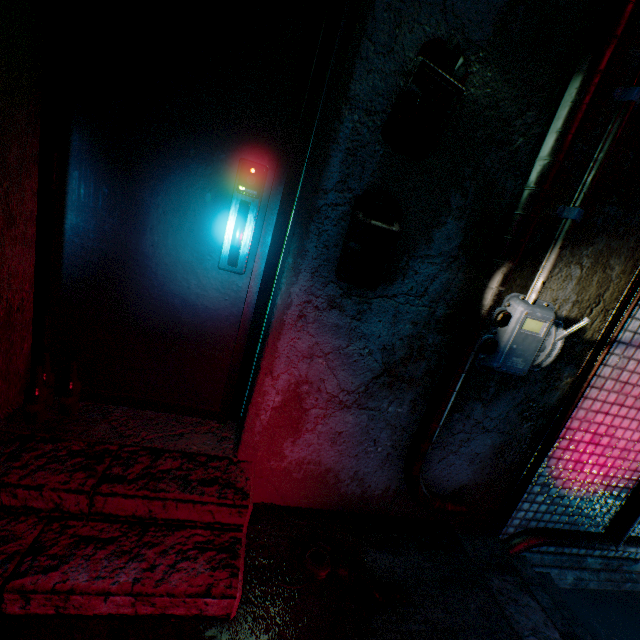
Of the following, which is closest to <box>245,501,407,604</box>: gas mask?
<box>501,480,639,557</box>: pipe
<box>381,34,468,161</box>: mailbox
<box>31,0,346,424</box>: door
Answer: <box>31,0,346,424</box>: door

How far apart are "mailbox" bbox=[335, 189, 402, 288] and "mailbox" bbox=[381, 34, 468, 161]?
0.20m

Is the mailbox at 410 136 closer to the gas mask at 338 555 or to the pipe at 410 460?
the pipe at 410 460

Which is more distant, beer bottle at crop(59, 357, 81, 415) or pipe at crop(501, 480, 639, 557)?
pipe at crop(501, 480, 639, 557)

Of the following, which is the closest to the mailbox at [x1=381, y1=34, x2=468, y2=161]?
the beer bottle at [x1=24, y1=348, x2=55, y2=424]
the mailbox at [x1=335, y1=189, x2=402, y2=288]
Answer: the mailbox at [x1=335, y1=189, x2=402, y2=288]

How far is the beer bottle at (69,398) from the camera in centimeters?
139cm

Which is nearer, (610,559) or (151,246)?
(151,246)
